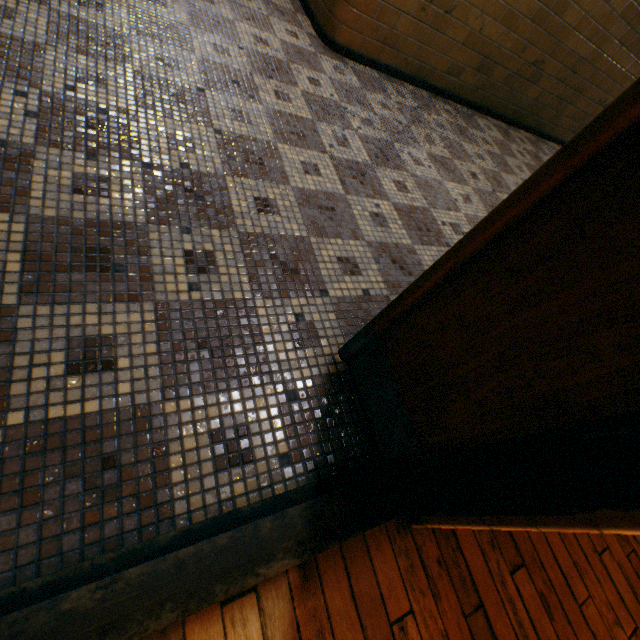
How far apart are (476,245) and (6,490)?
1.4 meters
